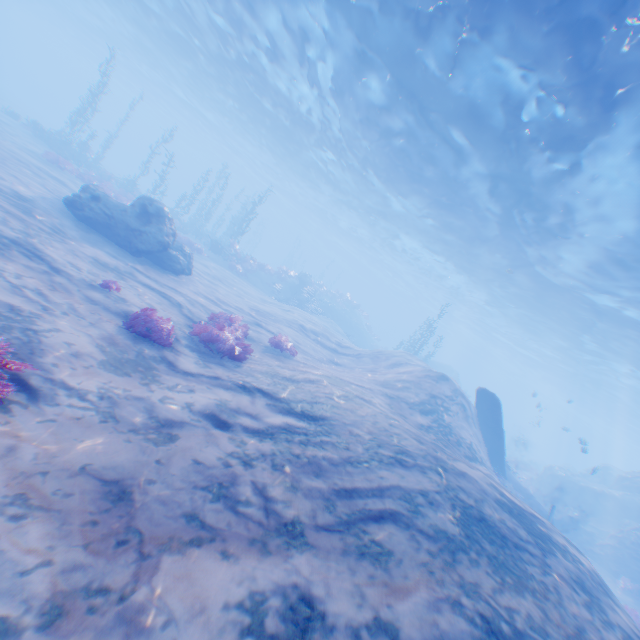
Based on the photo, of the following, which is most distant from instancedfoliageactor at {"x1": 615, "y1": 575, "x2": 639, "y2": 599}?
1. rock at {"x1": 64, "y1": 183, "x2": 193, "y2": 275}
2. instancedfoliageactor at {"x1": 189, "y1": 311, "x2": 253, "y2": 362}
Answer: rock at {"x1": 64, "y1": 183, "x2": 193, "y2": 275}

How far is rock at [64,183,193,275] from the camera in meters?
12.2 m

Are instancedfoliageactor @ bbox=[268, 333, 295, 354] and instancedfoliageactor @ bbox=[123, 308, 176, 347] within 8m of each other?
yes

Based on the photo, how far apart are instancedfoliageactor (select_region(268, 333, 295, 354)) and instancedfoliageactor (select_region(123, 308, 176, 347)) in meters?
4.2

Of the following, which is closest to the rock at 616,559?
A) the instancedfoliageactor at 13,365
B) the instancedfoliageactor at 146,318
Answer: the instancedfoliageactor at 13,365

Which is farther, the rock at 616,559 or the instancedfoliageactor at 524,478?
the instancedfoliageactor at 524,478

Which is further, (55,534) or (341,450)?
(341,450)

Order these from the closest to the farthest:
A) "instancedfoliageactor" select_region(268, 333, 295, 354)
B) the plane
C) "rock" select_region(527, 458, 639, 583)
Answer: "instancedfoliageactor" select_region(268, 333, 295, 354) → the plane → "rock" select_region(527, 458, 639, 583)
